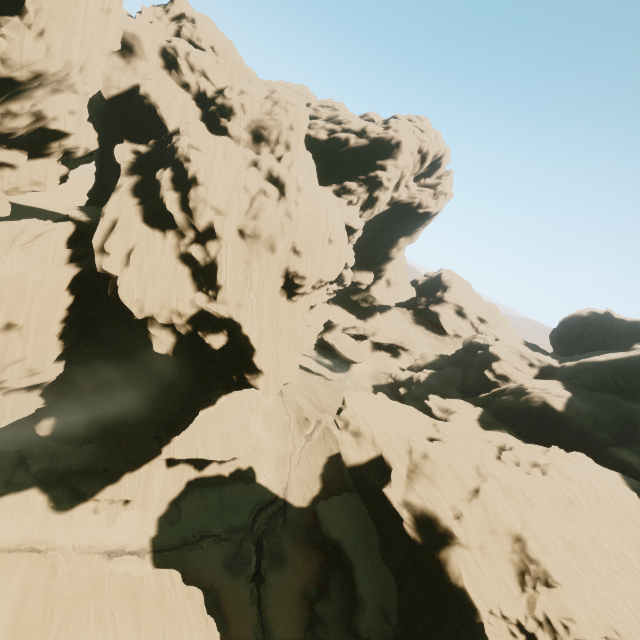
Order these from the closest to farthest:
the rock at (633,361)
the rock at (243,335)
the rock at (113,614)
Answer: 1. the rock at (113,614)
2. the rock at (633,361)
3. the rock at (243,335)

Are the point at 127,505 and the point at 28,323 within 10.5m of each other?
no

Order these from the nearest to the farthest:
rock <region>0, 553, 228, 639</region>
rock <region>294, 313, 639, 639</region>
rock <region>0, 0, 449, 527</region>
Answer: rock <region>0, 553, 228, 639</region> → rock <region>294, 313, 639, 639</region> → rock <region>0, 0, 449, 527</region>

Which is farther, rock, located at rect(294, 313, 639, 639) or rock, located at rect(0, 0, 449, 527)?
rock, located at rect(0, 0, 449, 527)

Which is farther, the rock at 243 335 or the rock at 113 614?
the rock at 243 335
